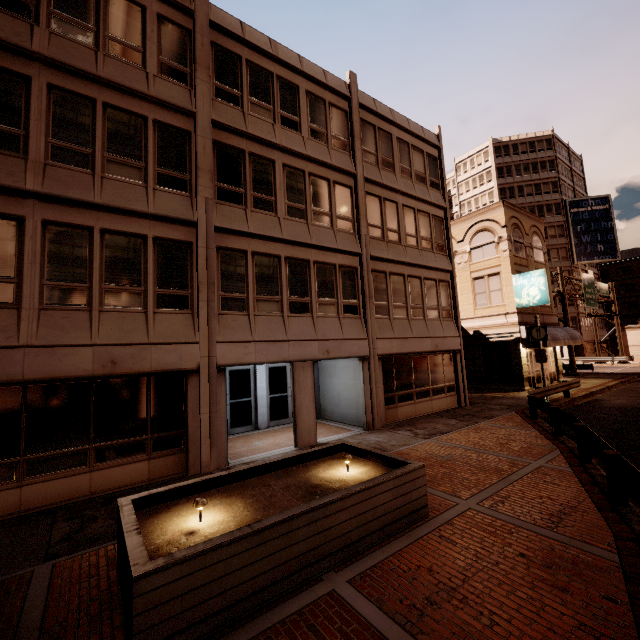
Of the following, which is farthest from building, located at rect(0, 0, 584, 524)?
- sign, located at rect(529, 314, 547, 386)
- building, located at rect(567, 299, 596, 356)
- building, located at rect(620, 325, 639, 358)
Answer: building, located at rect(620, 325, 639, 358)

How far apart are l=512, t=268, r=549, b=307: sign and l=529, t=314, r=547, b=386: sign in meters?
3.5

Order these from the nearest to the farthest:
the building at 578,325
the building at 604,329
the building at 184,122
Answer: the building at 184,122, the building at 578,325, the building at 604,329

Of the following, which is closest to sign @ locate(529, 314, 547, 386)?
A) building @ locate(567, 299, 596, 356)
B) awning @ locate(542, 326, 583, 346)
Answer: awning @ locate(542, 326, 583, 346)

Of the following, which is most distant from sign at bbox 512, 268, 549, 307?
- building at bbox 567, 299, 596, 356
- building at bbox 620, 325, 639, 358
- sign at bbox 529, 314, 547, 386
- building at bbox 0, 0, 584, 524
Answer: building at bbox 620, 325, 639, 358

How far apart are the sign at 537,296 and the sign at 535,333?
3.52m

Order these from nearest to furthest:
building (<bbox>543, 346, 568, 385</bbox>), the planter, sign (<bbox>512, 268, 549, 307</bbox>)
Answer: the planter → sign (<bbox>512, 268, 549, 307</bbox>) → building (<bbox>543, 346, 568, 385</bbox>)

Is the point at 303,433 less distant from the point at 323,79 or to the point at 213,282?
the point at 213,282
